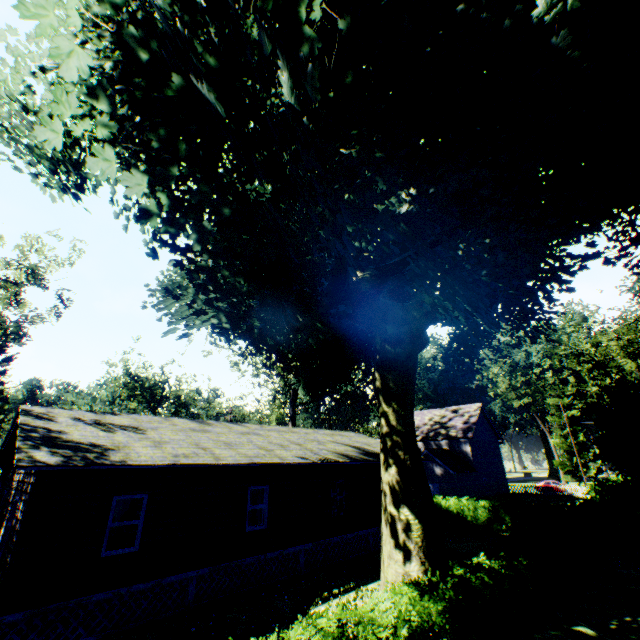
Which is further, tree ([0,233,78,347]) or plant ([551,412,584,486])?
plant ([551,412,584,486])

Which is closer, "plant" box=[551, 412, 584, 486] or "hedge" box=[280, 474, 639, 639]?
"hedge" box=[280, 474, 639, 639]

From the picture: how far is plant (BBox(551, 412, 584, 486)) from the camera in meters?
55.6

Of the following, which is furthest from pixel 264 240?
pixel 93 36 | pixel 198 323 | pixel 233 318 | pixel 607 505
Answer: pixel 607 505

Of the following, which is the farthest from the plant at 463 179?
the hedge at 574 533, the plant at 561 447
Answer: the plant at 561 447

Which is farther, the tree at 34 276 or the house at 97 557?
the tree at 34 276

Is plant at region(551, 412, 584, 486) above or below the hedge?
above

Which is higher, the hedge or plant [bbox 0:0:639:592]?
plant [bbox 0:0:639:592]
